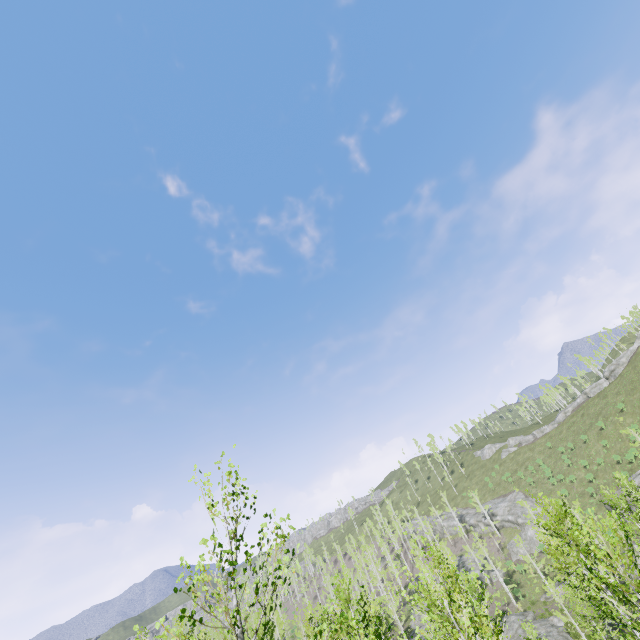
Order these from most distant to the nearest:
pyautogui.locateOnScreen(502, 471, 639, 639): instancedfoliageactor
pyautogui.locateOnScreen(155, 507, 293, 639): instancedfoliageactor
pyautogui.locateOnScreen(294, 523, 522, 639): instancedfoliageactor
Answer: pyautogui.locateOnScreen(502, 471, 639, 639): instancedfoliageactor < pyautogui.locateOnScreen(294, 523, 522, 639): instancedfoliageactor < pyautogui.locateOnScreen(155, 507, 293, 639): instancedfoliageactor

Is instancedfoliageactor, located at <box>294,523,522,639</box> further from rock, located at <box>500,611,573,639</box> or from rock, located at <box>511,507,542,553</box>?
rock, located at <box>500,611,573,639</box>

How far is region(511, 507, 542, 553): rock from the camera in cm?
5292

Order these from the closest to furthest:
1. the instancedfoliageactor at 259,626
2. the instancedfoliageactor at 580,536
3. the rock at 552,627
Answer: the instancedfoliageactor at 259,626, the instancedfoliageactor at 580,536, the rock at 552,627

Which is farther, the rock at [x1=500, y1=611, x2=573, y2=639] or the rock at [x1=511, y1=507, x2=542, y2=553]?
the rock at [x1=511, y1=507, x2=542, y2=553]

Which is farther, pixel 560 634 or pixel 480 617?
pixel 560 634

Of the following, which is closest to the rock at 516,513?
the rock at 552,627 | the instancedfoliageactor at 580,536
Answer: the instancedfoliageactor at 580,536
